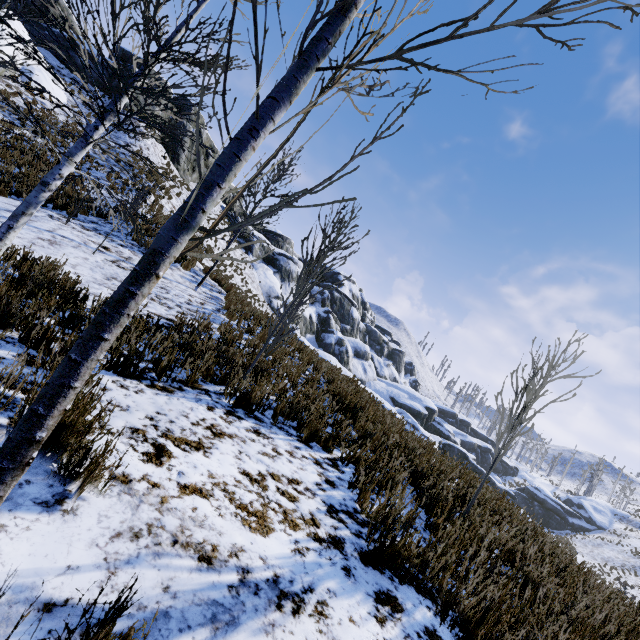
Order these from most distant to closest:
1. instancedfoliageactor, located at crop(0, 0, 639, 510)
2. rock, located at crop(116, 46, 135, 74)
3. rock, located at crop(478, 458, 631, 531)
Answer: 1. rock, located at crop(116, 46, 135, 74)
2. rock, located at crop(478, 458, 631, 531)
3. instancedfoliageactor, located at crop(0, 0, 639, 510)

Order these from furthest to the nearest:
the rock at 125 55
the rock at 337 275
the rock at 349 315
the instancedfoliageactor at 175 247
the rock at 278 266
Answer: the rock at 337 275 < the rock at 278 266 < the rock at 125 55 < the rock at 349 315 < the instancedfoliageactor at 175 247

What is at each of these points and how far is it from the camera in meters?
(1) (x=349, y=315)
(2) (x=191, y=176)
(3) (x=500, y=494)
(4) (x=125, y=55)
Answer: (1) rock, 48.8 m
(2) rock, 29.8 m
(3) rock, 6.9 m
(4) rock, 24.6 m

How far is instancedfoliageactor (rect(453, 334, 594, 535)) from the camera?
Answer: 4.1m

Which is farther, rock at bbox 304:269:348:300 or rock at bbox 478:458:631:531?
rock at bbox 304:269:348:300

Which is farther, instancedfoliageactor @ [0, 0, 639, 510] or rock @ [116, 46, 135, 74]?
rock @ [116, 46, 135, 74]

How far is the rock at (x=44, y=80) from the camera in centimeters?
1780cm
